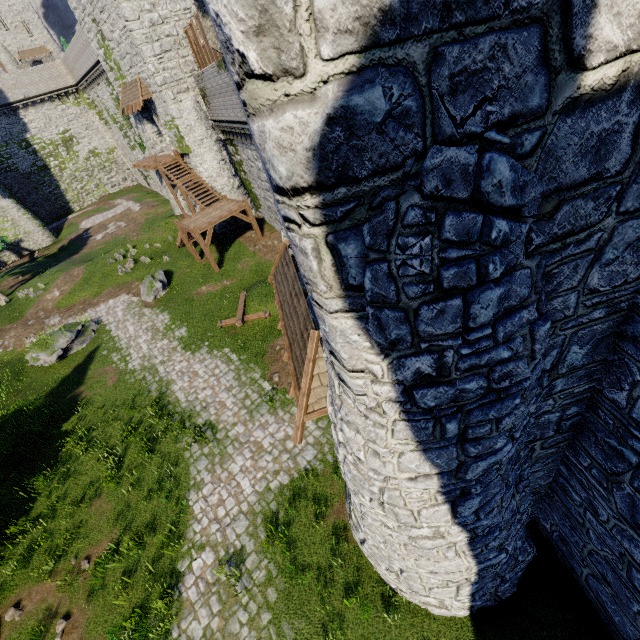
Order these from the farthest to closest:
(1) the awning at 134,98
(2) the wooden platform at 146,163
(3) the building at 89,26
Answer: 1. (2) the wooden platform at 146,163
2. (1) the awning at 134,98
3. (3) the building at 89,26

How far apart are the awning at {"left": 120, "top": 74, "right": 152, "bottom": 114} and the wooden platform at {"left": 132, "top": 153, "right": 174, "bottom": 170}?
3.1 meters

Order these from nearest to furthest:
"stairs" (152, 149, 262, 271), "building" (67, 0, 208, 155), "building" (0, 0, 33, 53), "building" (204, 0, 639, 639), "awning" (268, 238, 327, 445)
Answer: "building" (204, 0, 639, 639) → "awning" (268, 238, 327, 445) → "building" (67, 0, 208, 155) → "stairs" (152, 149, 262, 271) → "building" (0, 0, 33, 53)

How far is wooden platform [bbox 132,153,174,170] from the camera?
24.1 meters

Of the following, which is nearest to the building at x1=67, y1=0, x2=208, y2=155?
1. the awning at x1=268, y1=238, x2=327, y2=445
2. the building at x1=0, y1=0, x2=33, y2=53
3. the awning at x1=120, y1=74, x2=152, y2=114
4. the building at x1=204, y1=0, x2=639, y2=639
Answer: the awning at x1=120, y1=74, x2=152, y2=114

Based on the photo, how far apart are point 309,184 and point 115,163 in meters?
59.2 m

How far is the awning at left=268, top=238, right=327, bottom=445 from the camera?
6.0 meters

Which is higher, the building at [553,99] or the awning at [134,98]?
the awning at [134,98]
